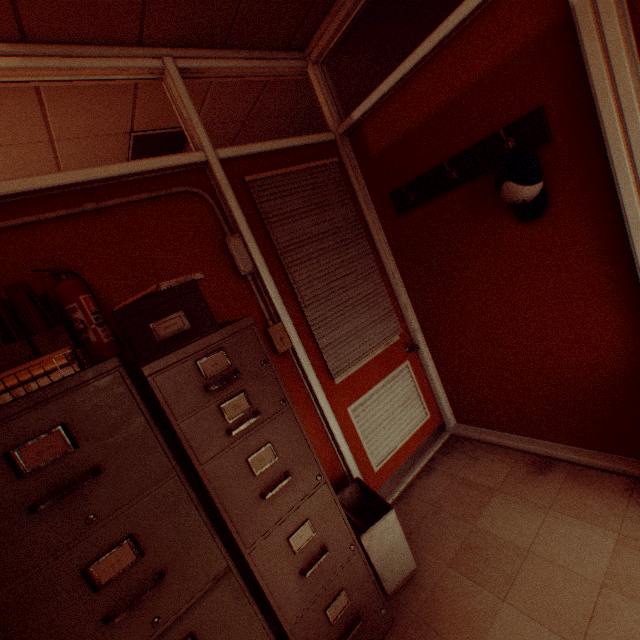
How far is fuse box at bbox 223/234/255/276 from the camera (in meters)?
2.08

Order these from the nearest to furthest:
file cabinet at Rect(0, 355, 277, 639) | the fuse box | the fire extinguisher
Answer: file cabinet at Rect(0, 355, 277, 639) → the fire extinguisher → the fuse box

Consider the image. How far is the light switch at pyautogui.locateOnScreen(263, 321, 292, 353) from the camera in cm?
217

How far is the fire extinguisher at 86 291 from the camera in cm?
149

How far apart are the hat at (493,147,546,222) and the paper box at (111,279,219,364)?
1.7m

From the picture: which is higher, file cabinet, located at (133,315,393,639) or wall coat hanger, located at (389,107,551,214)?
wall coat hanger, located at (389,107,551,214)

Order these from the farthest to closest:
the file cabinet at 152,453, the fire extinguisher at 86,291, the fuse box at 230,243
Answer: the fuse box at 230,243 → the fire extinguisher at 86,291 → the file cabinet at 152,453

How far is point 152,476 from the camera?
1.2m
